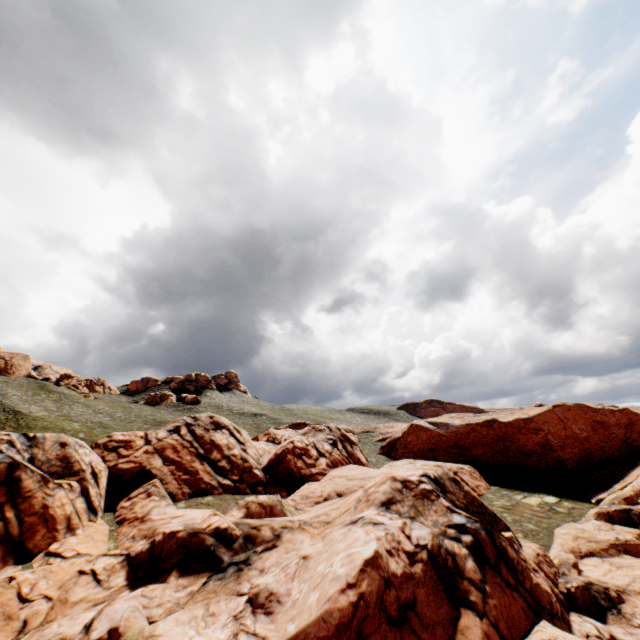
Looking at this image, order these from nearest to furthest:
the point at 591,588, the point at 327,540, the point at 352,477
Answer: the point at 327,540, the point at 591,588, the point at 352,477
